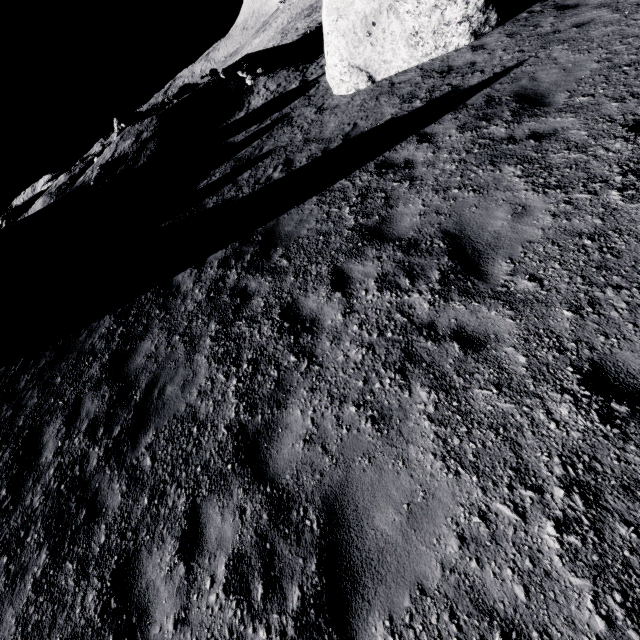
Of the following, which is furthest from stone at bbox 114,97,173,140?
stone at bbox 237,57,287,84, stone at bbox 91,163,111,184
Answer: stone at bbox 237,57,287,84

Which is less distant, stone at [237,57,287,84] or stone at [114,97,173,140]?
stone at [237,57,287,84]

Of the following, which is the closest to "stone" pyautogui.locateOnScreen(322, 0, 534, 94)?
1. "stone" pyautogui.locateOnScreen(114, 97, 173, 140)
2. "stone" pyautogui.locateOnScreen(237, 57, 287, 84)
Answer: "stone" pyautogui.locateOnScreen(237, 57, 287, 84)

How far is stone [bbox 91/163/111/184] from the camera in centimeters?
1773cm

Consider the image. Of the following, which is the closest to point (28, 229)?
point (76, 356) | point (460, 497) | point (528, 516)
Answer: point (76, 356)

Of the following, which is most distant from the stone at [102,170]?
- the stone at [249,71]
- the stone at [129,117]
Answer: the stone at [249,71]

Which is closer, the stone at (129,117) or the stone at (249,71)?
the stone at (249,71)

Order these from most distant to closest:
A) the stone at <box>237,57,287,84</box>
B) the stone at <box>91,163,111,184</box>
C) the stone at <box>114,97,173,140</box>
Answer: the stone at <box>114,97,173,140</box>, the stone at <box>237,57,287,84</box>, the stone at <box>91,163,111,184</box>
